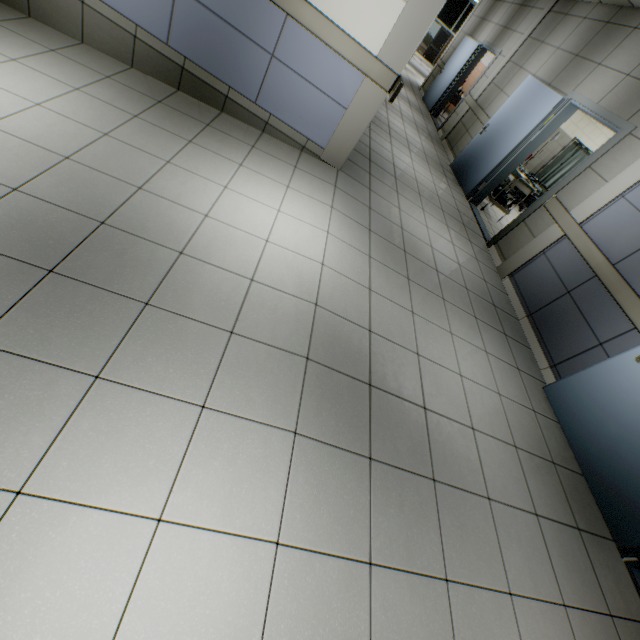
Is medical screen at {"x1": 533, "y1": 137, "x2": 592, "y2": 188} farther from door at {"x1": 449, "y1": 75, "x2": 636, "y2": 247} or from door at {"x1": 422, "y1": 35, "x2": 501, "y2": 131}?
door at {"x1": 449, "y1": 75, "x2": 636, "y2": 247}

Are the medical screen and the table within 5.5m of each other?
yes

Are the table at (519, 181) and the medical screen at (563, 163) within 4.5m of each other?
yes

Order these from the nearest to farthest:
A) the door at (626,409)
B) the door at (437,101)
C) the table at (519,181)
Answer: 1. the door at (626,409)
2. the table at (519,181)
3. the door at (437,101)

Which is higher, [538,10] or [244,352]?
[538,10]

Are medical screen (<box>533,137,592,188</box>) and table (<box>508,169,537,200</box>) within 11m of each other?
yes

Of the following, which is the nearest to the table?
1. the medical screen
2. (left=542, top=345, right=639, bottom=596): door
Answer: the medical screen

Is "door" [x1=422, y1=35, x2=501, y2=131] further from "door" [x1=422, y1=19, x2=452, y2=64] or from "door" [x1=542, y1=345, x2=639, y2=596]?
"door" [x1=422, y1=19, x2=452, y2=64]
